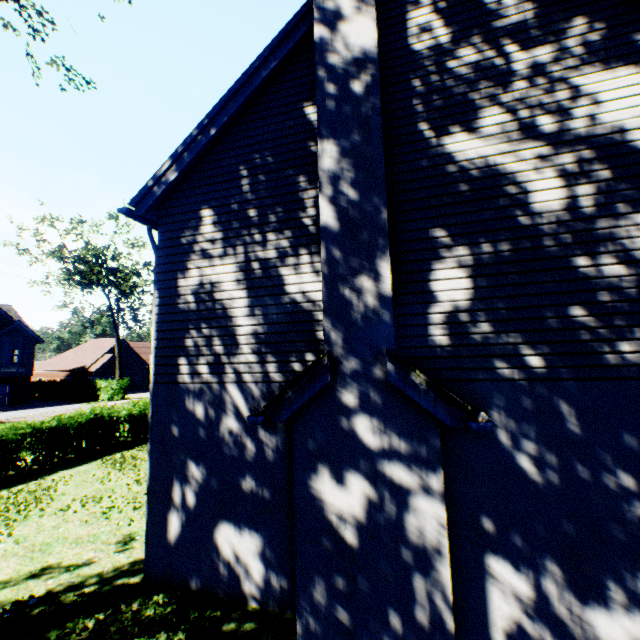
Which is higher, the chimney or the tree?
the tree

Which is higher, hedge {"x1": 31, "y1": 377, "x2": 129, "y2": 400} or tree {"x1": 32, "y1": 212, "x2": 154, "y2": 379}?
tree {"x1": 32, "y1": 212, "x2": 154, "y2": 379}

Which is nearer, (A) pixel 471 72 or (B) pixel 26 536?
(A) pixel 471 72

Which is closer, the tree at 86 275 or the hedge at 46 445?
the hedge at 46 445

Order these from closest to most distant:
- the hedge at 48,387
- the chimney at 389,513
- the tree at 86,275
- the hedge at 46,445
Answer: the chimney at 389,513, the hedge at 46,445, the tree at 86,275, the hedge at 48,387

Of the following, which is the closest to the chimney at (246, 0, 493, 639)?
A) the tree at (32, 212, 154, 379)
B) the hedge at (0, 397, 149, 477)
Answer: the tree at (32, 212, 154, 379)

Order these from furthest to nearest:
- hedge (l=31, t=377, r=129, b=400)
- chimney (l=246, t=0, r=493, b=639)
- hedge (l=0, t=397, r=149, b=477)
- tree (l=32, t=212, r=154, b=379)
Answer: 1. hedge (l=31, t=377, r=129, b=400)
2. tree (l=32, t=212, r=154, b=379)
3. hedge (l=0, t=397, r=149, b=477)
4. chimney (l=246, t=0, r=493, b=639)

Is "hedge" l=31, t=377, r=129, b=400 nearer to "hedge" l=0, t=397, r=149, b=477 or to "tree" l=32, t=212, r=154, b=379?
"tree" l=32, t=212, r=154, b=379
